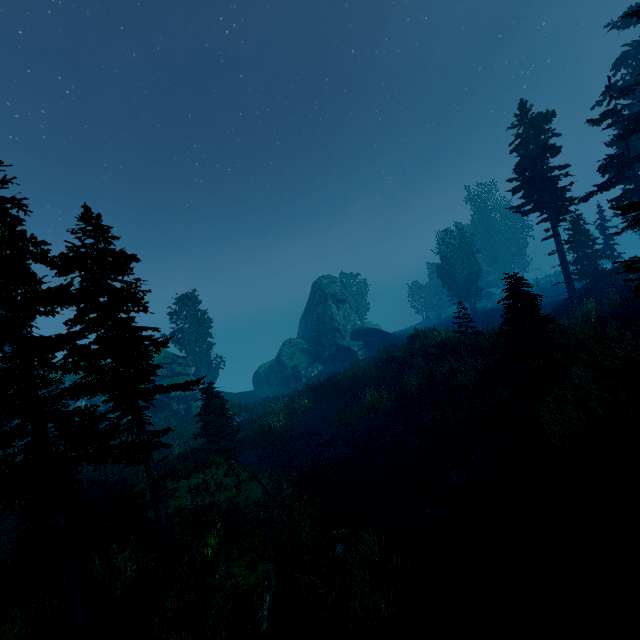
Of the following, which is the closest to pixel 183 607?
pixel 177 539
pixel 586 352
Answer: pixel 177 539

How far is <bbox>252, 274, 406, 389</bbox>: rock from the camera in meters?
43.0

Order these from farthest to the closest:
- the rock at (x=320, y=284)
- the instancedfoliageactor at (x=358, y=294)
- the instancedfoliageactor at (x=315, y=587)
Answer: the instancedfoliageactor at (x=358, y=294) → the rock at (x=320, y=284) → the instancedfoliageactor at (x=315, y=587)

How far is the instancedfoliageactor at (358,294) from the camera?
57.72m

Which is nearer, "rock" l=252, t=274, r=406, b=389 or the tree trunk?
the tree trunk

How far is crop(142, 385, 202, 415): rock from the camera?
30.7 meters

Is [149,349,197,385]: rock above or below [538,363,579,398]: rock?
above

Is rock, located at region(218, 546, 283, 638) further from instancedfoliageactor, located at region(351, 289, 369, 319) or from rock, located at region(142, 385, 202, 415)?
rock, located at region(142, 385, 202, 415)
